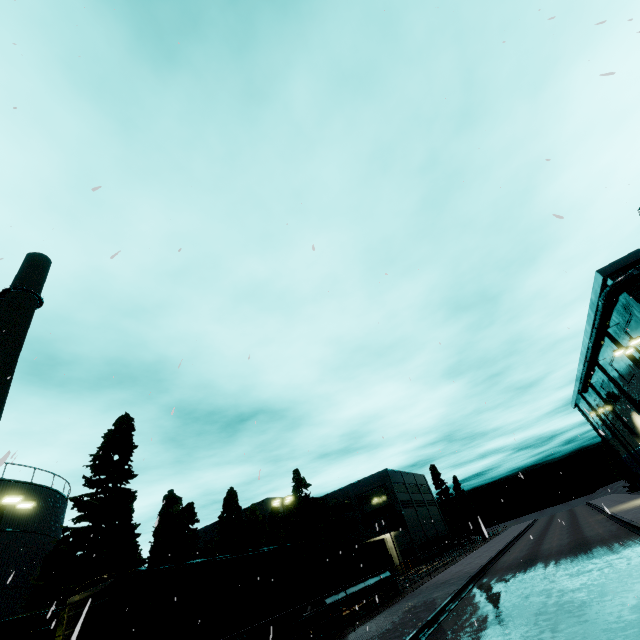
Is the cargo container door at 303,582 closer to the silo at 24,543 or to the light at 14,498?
the light at 14,498

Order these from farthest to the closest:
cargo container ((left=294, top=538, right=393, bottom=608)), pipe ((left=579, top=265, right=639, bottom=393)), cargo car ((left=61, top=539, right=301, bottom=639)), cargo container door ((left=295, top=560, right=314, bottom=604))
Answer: pipe ((left=579, top=265, right=639, bottom=393)) → cargo container ((left=294, top=538, right=393, bottom=608)) → cargo container door ((left=295, top=560, right=314, bottom=604)) → cargo car ((left=61, top=539, right=301, bottom=639))

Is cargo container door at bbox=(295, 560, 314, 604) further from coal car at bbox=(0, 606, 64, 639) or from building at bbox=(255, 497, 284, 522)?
building at bbox=(255, 497, 284, 522)

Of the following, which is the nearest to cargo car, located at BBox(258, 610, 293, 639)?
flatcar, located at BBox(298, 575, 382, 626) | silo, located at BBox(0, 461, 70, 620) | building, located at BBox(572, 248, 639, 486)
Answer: flatcar, located at BBox(298, 575, 382, 626)

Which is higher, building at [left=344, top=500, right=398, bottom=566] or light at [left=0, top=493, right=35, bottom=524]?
Answer: light at [left=0, top=493, right=35, bottom=524]

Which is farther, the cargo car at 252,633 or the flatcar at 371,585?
the flatcar at 371,585

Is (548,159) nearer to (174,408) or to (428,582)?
(174,408)

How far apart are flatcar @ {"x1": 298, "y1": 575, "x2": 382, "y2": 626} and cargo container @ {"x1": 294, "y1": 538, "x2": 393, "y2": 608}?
0.0 meters
